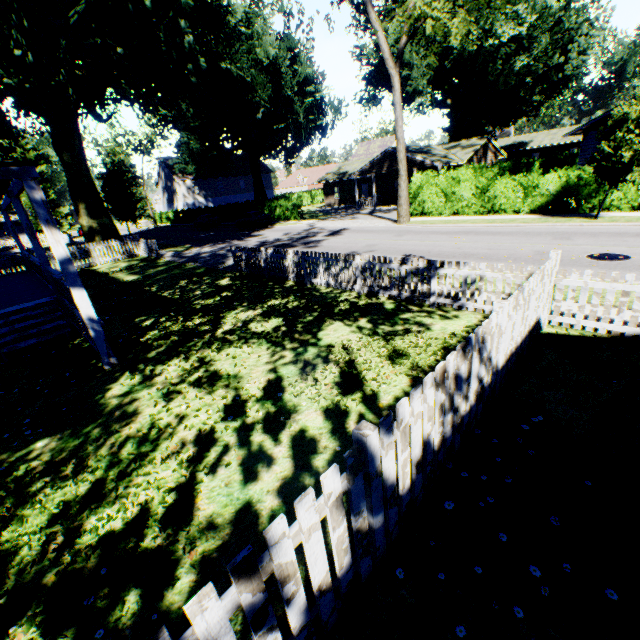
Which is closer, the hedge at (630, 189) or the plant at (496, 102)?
the hedge at (630, 189)

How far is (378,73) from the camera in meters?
43.8 m

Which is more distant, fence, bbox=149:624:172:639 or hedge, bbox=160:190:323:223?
hedge, bbox=160:190:323:223

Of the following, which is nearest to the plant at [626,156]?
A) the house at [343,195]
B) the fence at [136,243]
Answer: the house at [343,195]

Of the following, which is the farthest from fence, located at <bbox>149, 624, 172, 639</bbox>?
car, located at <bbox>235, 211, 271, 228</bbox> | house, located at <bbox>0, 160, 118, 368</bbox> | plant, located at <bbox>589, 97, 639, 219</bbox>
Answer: car, located at <bbox>235, 211, 271, 228</bbox>

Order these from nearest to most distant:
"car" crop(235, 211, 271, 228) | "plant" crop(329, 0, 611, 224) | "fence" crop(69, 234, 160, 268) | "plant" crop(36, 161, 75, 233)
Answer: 1. "plant" crop(329, 0, 611, 224)
2. "fence" crop(69, 234, 160, 268)
3. "car" crop(235, 211, 271, 228)
4. "plant" crop(36, 161, 75, 233)

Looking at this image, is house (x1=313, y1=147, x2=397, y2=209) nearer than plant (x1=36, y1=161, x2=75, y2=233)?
Yes

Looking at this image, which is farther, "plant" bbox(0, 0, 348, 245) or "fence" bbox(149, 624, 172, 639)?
"plant" bbox(0, 0, 348, 245)
